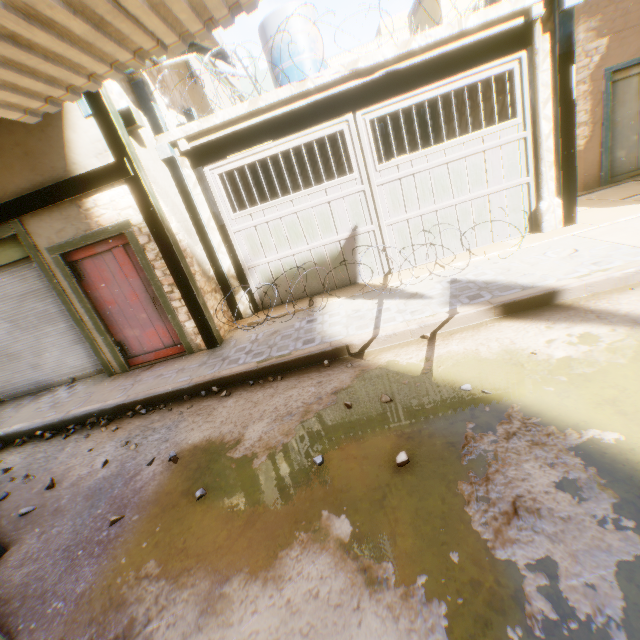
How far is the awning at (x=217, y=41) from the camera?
7.03m

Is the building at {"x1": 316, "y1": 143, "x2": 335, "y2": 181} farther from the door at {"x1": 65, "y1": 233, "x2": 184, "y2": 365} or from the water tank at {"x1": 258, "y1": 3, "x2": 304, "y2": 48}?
the water tank at {"x1": 258, "y1": 3, "x2": 304, "y2": 48}

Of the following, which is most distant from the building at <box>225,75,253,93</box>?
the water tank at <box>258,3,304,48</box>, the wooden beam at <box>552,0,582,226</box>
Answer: the water tank at <box>258,3,304,48</box>

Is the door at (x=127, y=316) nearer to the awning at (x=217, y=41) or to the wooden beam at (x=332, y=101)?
the wooden beam at (x=332, y=101)

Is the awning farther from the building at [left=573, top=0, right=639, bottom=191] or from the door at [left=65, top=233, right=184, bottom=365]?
the door at [left=65, top=233, right=184, bottom=365]

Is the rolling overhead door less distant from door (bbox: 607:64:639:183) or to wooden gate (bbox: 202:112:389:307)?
wooden gate (bbox: 202:112:389:307)

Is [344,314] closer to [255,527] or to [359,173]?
[359,173]
